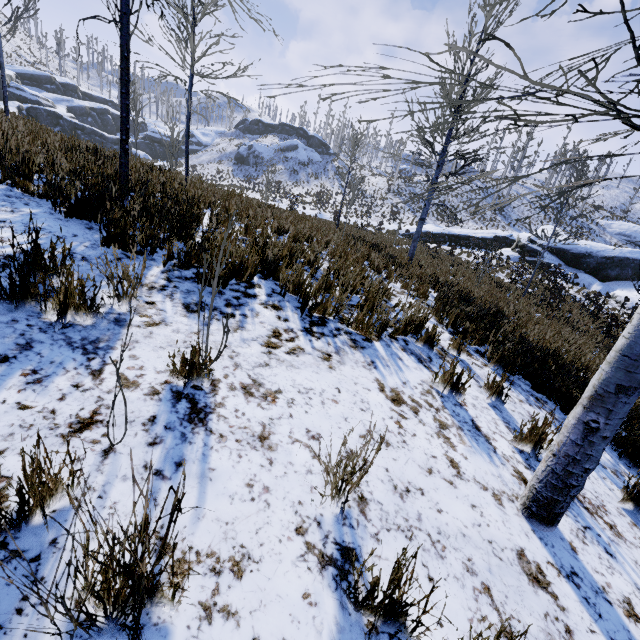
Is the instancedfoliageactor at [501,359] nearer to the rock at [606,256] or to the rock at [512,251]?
the rock at [606,256]

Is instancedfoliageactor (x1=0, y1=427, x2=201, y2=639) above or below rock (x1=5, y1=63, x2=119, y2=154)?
below

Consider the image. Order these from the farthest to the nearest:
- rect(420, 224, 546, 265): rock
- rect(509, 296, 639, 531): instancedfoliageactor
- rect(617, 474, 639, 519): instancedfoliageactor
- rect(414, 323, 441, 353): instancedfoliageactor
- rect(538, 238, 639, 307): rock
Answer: rect(420, 224, 546, 265): rock
rect(538, 238, 639, 307): rock
rect(414, 323, 441, 353): instancedfoliageactor
rect(617, 474, 639, 519): instancedfoliageactor
rect(509, 296, 639, 531): instancedfoliageactor

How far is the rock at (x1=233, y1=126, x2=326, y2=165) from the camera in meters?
51.9

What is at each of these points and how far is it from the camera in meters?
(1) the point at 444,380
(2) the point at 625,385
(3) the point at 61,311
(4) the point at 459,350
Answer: (1) instancedfoliageactor, 3.3 m
(2) instancedfoliageactor, 1.9 m
(3) instancedfoliageactor, 2.1 m
(4) instancedfoliageactor, 4.4 m

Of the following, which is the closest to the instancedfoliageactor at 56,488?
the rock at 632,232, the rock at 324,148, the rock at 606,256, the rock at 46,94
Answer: the rock at 606,256

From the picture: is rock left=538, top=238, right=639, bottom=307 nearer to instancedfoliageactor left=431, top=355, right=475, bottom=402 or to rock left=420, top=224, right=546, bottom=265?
rock left=420, top=224, right=546, bottom=265

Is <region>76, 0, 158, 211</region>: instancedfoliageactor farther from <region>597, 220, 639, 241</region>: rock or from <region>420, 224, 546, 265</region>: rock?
<region>597, 220, 639, 241</region>: rock
